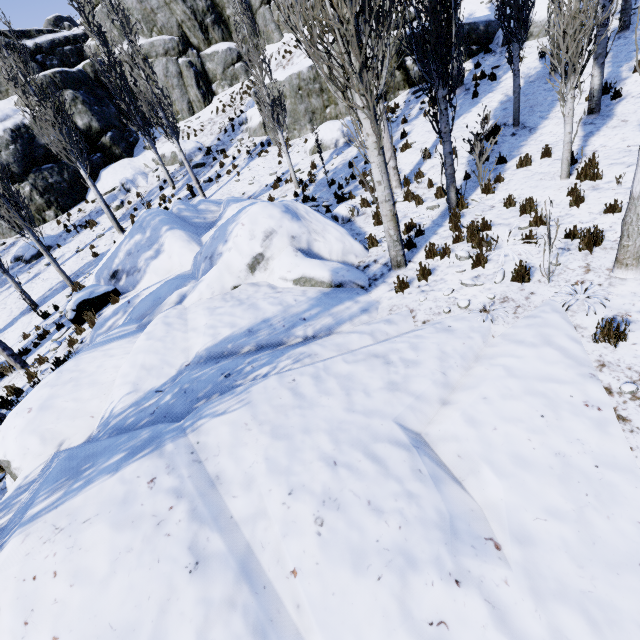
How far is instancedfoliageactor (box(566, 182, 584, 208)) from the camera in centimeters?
667cm

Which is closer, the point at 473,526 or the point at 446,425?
the point at 473,526

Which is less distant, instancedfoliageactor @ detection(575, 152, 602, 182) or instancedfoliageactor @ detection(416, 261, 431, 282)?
instancedfoliageactor @ detection(416, 261, 431, 282)

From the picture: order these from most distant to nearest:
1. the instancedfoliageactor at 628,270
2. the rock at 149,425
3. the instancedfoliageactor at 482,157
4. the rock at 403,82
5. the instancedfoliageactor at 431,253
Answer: the rock at 403,82
the instancedfoliageactor at 482,157
the instancedfoliageactor at 431,253
the instancedfoliageactor at 628,270
the rock at 149,425

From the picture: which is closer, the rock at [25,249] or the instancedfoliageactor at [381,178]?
the instancedfoliageactor at [381,178]

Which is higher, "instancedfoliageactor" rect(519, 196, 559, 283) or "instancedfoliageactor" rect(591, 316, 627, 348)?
"instancedfoliageactor" rect(519, 196, 559, 283)

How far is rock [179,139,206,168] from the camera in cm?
2108

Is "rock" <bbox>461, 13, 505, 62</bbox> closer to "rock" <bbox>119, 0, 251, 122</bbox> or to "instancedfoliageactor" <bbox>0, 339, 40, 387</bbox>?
"instancedfoliageactor" <bbox>0, 339, 40, 387</bbox>
